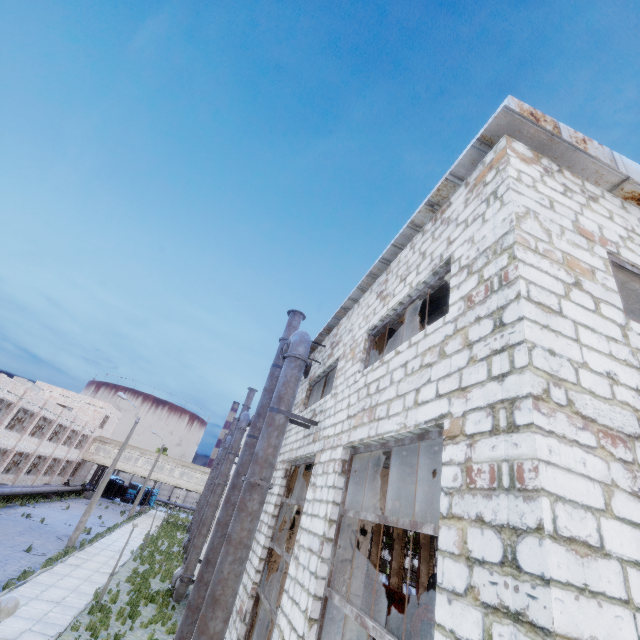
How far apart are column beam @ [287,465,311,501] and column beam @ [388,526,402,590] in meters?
27.1 m

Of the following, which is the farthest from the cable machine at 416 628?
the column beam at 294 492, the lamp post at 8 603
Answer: the lamp post at 8 603

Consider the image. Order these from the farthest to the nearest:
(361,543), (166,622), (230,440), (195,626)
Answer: (230,440) → (166,622) → (195,626) → (361,543)

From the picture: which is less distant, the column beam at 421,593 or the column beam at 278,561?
the column beam at 278,561

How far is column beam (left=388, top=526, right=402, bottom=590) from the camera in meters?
29.9

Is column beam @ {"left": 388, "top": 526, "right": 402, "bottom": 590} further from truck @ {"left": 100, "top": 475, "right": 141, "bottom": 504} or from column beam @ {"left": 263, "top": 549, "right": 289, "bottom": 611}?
truck @ {"left": 100, "top": 475, "right": 141, "bottom": 504}

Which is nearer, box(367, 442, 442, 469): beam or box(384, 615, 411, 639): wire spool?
box(367, 442, 442, 469): beam
